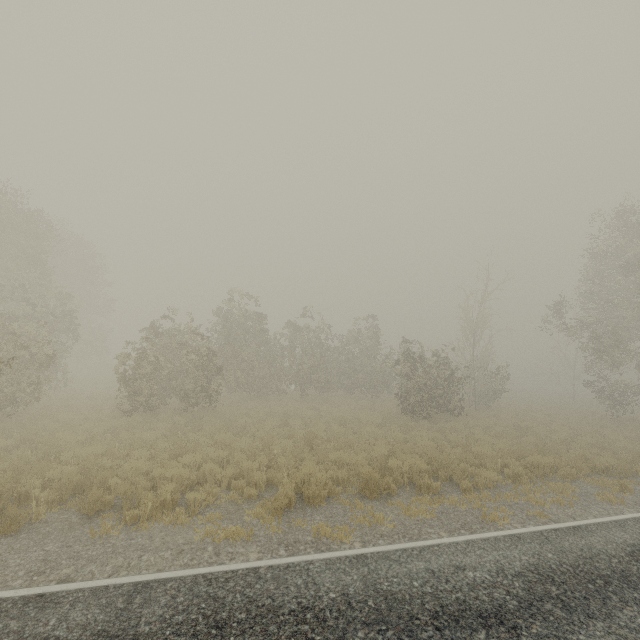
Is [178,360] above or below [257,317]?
below

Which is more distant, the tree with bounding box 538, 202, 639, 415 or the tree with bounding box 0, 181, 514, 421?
the tree with bounding box 538, 202, 639, 415

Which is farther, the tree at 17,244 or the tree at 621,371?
the tree at 621,371
